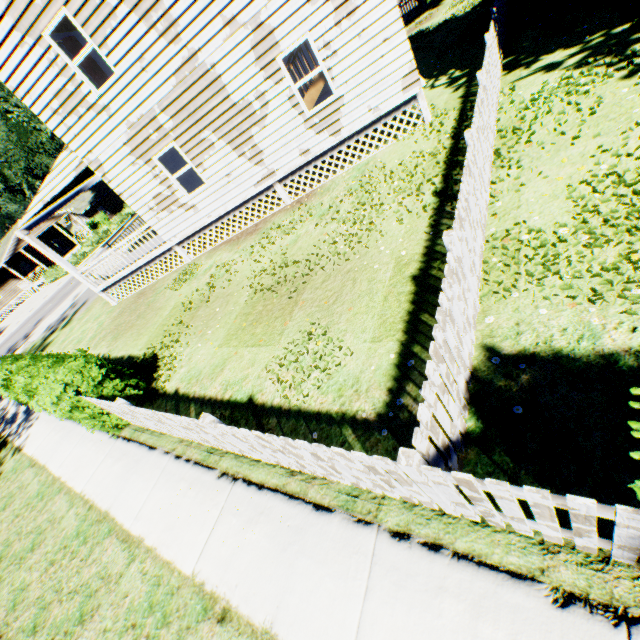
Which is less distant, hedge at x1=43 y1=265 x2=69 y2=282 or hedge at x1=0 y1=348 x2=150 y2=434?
hedge at x1=0 y1=348 x2=150 y2=434

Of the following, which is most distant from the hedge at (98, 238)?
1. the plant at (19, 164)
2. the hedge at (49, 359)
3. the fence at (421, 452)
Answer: the hedge at (49, 359)

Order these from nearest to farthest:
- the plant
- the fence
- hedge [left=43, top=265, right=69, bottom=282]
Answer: the fence
the plant
hedge [left=43, top=265, right=69, bottom=282]

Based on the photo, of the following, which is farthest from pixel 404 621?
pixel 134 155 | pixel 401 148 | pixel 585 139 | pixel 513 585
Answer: pixel 134 155

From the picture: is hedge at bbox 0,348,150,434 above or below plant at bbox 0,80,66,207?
below

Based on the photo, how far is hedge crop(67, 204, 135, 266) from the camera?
35.81m

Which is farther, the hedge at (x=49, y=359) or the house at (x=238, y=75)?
the house at (x=238, y=75)

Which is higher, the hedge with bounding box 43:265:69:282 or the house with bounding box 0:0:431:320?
the house with bounding box 0:0:431:320
